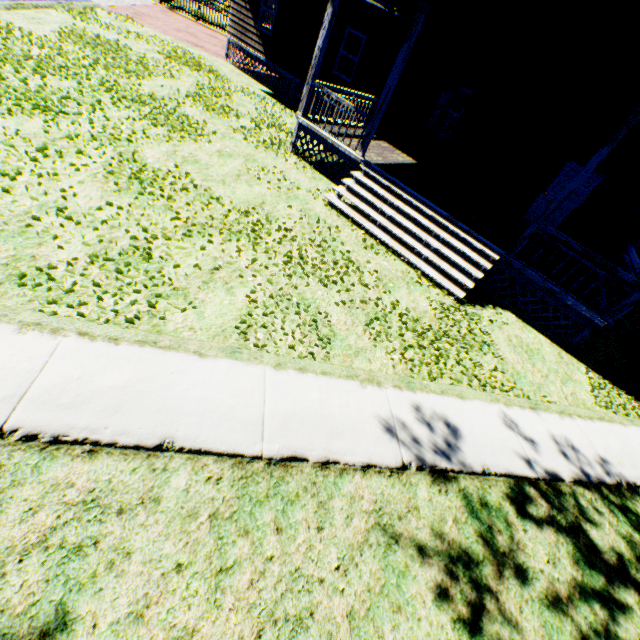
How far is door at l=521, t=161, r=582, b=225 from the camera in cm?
1039

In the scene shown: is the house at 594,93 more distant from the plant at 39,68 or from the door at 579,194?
the plant at 39,68

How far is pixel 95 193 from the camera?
5.5 meters

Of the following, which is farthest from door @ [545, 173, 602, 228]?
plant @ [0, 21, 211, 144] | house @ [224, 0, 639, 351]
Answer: plant @ [0, 21, 211, 144]

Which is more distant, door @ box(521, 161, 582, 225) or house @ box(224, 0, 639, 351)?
door @ box(521, 161, 582, 225)

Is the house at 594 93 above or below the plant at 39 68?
above
